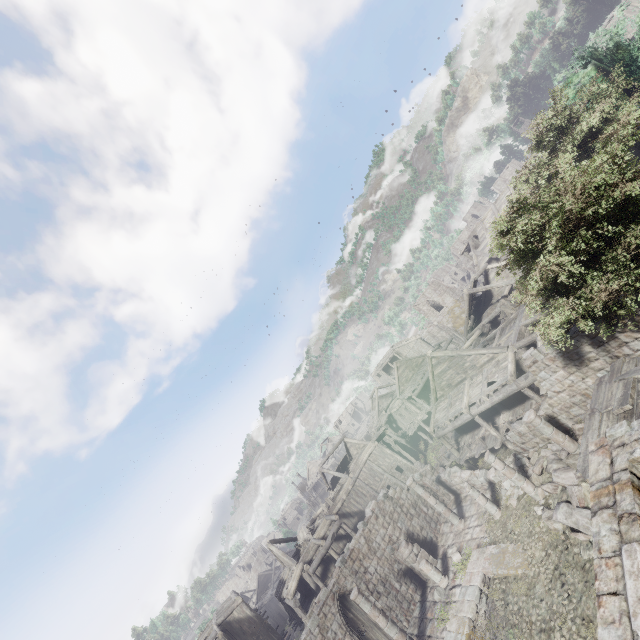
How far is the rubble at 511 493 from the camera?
16.5 meters

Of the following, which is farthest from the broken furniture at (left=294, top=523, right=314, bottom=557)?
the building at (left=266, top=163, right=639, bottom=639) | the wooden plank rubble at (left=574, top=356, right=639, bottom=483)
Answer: the wooden plank rubble at (left=574, top=356, right=639, bottom=483)

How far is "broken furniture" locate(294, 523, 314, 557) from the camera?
30.9m

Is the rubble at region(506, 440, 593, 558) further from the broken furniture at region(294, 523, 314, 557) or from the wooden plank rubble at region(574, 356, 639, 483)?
the broken furniture at region(294, 523, 314, 557)

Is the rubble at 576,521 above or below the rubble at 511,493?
above

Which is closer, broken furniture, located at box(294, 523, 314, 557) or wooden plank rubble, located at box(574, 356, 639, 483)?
wooden plank rubble, located at box(574, 356, 639, 483)

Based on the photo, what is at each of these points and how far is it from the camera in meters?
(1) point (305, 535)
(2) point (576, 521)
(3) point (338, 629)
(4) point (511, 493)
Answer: (1) broken furniture, 32.7 m
(2) rubble, 11.1 m
(3) building, 17.1 m
(4) rubble, 17.1 m

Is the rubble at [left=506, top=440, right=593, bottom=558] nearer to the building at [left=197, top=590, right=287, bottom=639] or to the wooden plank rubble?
the building at [left=197, top=590, right=287, bottom=639]
